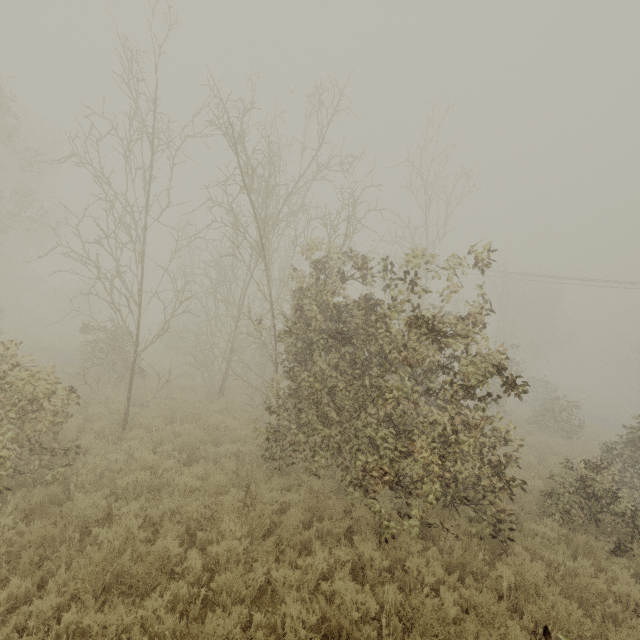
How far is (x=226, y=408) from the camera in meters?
14.0

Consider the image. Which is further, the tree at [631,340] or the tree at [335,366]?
the tree at [631,340]

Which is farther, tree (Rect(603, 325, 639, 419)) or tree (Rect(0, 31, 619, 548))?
tree (Rect(603, 325, 639, 419))
